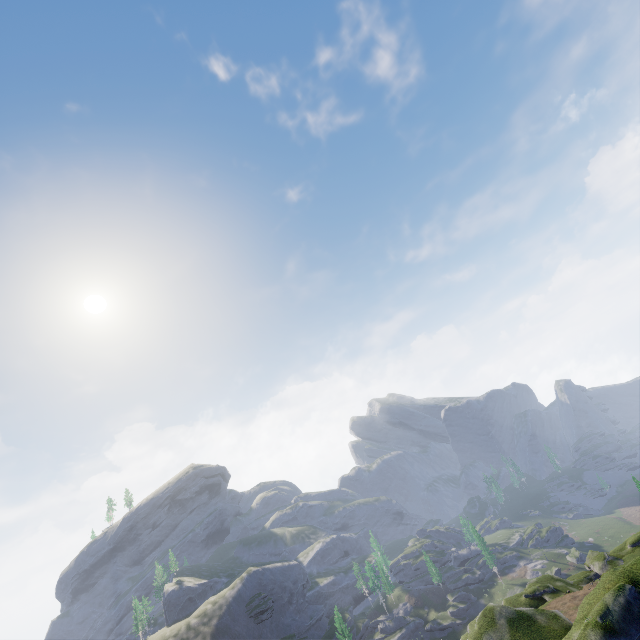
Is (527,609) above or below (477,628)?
below
